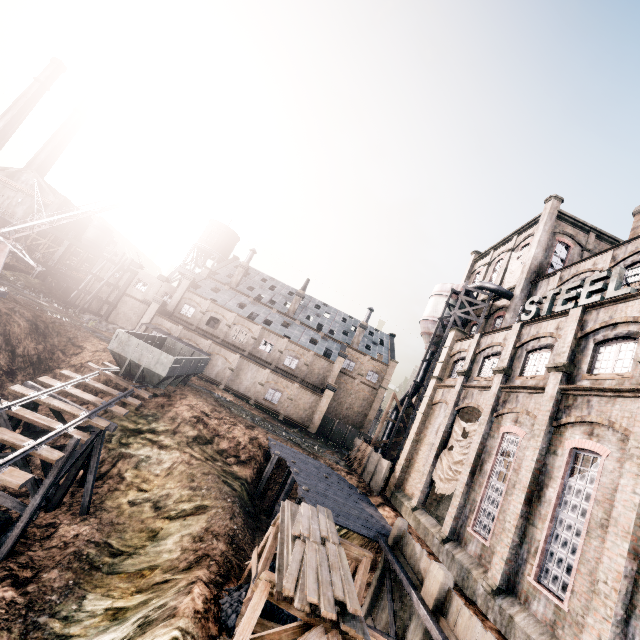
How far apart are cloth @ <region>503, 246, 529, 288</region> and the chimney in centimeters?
3946cm

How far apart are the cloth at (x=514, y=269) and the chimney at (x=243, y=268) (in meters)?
39.46

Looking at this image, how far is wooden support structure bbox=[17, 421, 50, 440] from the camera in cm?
1736

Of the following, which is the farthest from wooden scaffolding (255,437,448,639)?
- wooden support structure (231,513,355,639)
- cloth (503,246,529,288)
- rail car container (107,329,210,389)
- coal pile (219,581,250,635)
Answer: cloth (503,246,529,288)

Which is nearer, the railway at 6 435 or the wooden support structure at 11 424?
the railway at 6 435

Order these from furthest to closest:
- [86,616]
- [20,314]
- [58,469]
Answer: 1. [20,314]
2. [58,469]
3. [86,616]

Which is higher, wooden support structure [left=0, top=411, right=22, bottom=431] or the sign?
the sign

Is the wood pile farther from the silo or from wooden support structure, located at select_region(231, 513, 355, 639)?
the silo
